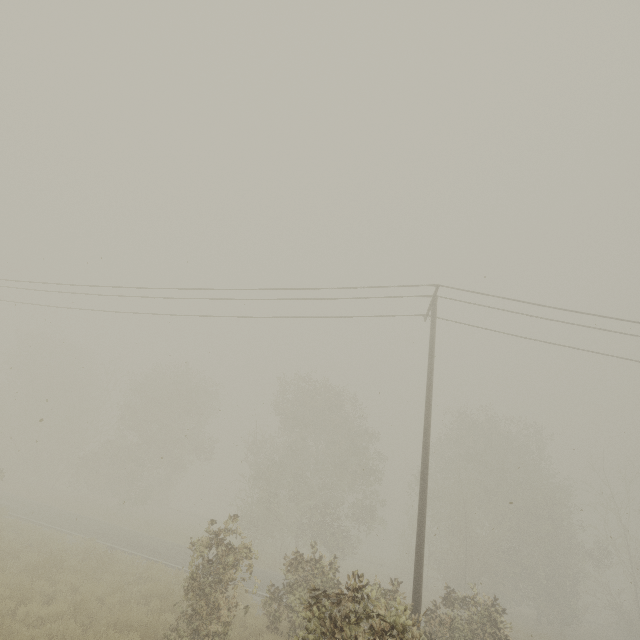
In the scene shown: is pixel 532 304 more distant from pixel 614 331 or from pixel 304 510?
pixel 304 510
